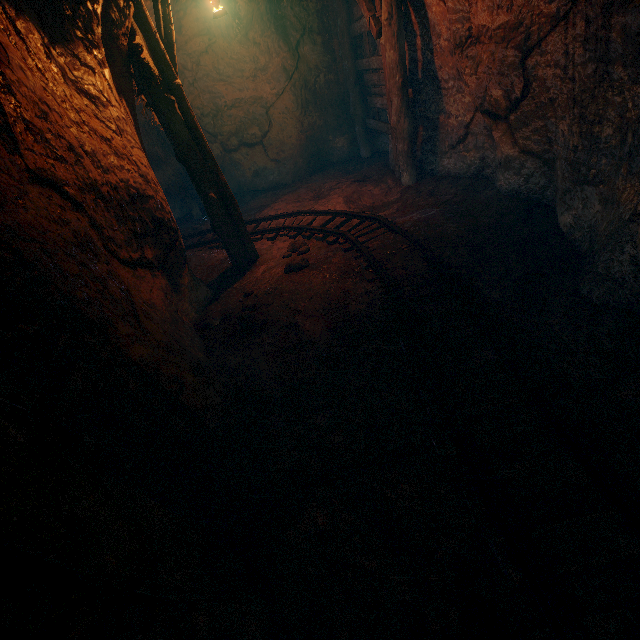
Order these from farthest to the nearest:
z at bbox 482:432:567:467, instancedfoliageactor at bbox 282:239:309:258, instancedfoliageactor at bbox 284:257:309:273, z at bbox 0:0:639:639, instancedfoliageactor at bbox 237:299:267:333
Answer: instancedfoliageactor at bbox 282:239:309:258 < instancedfoliageactor at bbox 284:257:309:273 < instancedfoliageactor at bbox 237:299:267:333 < z at bbox 482:432:567:467 < z at bbox 0:0:639:639

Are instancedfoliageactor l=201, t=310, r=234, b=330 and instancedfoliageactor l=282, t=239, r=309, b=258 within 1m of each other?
no

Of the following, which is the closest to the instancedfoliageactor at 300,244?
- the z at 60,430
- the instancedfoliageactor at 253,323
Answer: the z at 60,430

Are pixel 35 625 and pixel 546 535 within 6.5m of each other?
yes

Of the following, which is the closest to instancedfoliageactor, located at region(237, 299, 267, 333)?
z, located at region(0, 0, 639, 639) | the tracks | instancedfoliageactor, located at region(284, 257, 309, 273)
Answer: z, located at region(0, 0, 639, 639)

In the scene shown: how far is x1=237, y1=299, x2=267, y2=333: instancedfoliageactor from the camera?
4.5 meters

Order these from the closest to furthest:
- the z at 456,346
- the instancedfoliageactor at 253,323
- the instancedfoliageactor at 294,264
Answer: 1. the z at 456,346
2. the instancedfoliageactor at 253,323
3. the instancedfoliageactor at 294,264

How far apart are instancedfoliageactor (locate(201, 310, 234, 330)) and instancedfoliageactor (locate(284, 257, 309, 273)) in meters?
1.1 m
